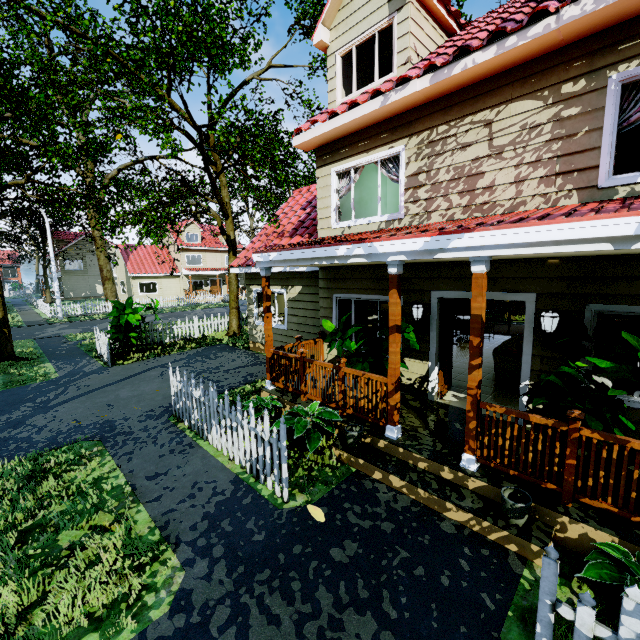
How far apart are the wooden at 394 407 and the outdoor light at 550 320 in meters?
2.1

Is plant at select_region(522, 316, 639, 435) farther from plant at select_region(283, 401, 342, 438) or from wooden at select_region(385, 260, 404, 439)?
plant at select_region(283, 401, 342, 438)

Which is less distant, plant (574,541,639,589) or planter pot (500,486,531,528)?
plant (574,541,639,589)

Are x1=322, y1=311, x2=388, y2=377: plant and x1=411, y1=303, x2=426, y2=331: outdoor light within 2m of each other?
yes

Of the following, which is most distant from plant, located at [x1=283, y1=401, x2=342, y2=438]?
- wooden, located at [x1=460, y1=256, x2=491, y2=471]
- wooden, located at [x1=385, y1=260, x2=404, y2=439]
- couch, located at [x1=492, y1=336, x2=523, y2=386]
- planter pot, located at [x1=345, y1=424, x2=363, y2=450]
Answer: couch, located at [x1=492, y1=336, x2=523, y2=386]

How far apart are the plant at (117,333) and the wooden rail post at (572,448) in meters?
12.3 m

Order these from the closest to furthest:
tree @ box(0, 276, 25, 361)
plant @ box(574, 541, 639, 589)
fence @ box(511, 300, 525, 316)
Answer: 1. plant @ box(574, 541, 639, 589)
2. tree @ box(0, 276, 25, 361)
3. fence @ box(511, 300, 525, 316)

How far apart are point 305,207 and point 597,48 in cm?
896
